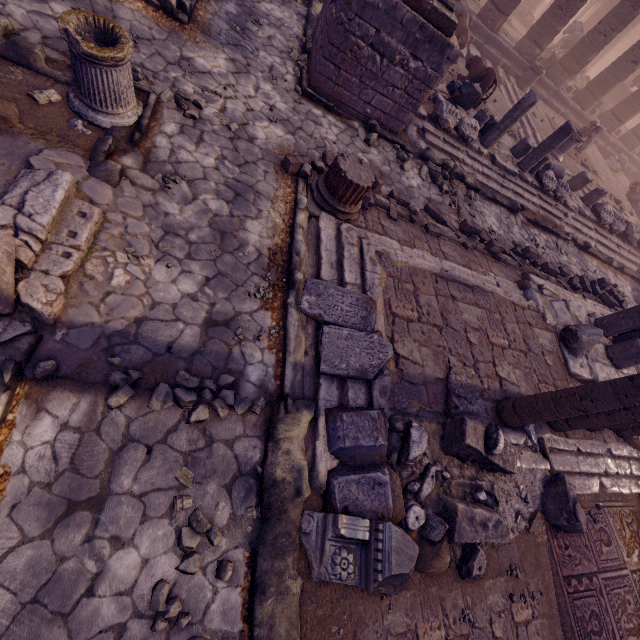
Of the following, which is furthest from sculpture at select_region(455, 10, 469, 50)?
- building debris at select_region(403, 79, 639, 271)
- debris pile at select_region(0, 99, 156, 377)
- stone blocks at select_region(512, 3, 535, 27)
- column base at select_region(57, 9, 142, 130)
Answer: debris pile at select_region(0, 99, 156, 377)

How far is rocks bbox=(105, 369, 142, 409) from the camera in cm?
294

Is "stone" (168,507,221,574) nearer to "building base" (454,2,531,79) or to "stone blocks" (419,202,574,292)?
"stone blocks" (419,202,574,292)

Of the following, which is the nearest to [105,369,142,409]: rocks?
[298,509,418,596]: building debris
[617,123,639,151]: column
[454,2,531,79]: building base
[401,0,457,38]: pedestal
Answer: [298,509,418,596]: building debris

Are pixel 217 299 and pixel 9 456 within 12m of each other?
yes

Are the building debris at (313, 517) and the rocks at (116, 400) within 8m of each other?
yes

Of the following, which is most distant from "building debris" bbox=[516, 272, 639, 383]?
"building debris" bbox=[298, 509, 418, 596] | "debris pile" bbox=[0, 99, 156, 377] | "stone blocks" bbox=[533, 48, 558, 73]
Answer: "stone blocks" bbox=[533, 48, 558, 73]

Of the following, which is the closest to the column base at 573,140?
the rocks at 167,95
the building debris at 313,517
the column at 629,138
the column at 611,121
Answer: the column at 611,121
